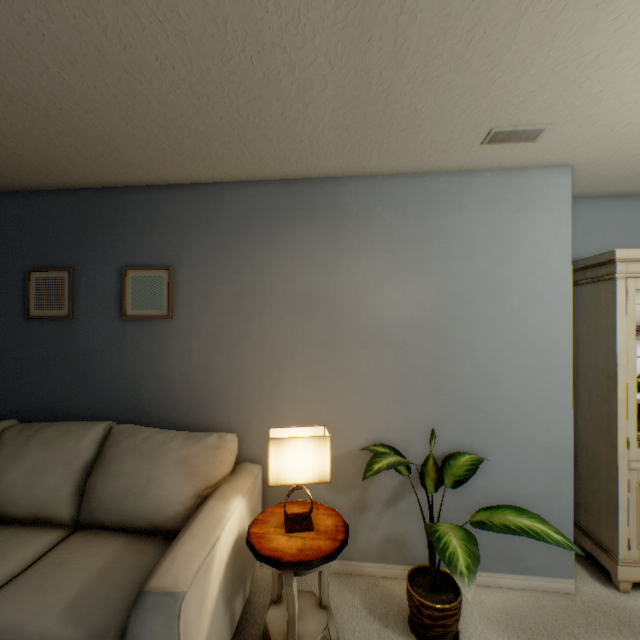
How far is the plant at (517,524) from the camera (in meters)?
1.33

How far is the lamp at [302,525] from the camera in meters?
1.4

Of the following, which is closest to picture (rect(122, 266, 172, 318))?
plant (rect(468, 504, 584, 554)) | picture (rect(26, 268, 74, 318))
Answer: picture (rect(26, 268, 74, 318))

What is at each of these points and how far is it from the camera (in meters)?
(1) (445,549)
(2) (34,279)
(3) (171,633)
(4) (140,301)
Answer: (1) plant, 1.26
(2) picture, 2.26
(3) sofa, 1.03
(4) picture, 2.17

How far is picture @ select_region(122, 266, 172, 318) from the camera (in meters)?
2.15

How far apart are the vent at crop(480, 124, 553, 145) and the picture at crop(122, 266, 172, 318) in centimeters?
197cm

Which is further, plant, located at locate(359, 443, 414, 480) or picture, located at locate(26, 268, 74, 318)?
picture, located at locate(26, 268, 74, 318)

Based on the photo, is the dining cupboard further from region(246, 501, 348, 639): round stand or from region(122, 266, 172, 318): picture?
region(122, 266, 172, 318): picture
